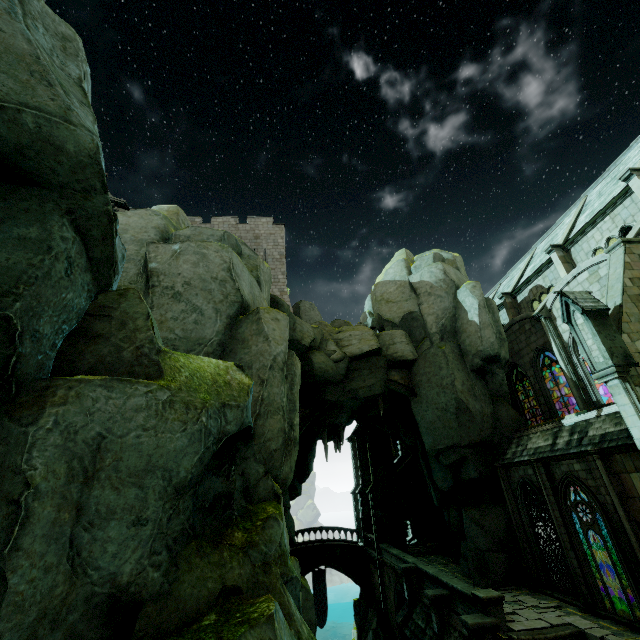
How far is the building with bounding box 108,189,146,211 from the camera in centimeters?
2445cm

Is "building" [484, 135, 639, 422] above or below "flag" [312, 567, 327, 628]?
above

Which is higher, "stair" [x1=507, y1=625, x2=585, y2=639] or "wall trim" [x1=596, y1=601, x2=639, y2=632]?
"wall trim" [x1=596, y1=601, x2=639, y2=632]

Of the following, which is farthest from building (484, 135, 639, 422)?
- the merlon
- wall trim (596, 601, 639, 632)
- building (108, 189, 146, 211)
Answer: building (108, 189, 146, 211)

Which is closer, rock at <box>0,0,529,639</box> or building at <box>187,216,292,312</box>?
rock at <box>0,0,529,639</box>

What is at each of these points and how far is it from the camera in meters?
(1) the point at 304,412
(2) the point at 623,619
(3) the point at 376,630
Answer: (1) archway, 20.3
(2) wall trim, 11.7
(3) rock, 25.2

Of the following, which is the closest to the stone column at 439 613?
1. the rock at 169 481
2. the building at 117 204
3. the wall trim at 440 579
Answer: the wall trim at 440 579

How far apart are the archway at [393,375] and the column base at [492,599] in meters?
10.0
